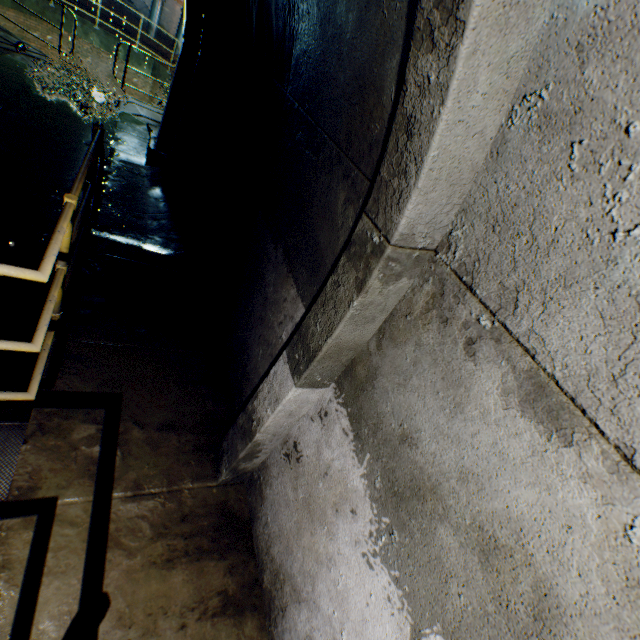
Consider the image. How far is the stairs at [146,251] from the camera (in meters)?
3.50

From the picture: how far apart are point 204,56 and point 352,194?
6.3 meters

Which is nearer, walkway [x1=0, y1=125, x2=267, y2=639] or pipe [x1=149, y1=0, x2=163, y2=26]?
walkway [x1=0, y1=125, x2=267, y2=639]

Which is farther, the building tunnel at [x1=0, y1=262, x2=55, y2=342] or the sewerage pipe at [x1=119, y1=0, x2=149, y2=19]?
the sewerage pipe at [x1=119, y1=0, x2=149, y2=19]

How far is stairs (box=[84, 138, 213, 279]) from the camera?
3.50m

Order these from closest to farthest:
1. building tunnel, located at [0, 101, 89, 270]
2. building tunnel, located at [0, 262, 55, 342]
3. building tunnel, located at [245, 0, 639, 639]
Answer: building tunnel, located at [245, 0, 639, 639]
building tunnel, located at [0, 262, 55, 342]
building tunnel, located at [0, 101, 89, 270]

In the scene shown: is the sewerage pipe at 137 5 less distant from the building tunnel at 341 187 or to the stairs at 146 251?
the building tunnel at 341 187

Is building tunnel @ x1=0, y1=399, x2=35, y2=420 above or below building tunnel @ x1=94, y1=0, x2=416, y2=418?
below
